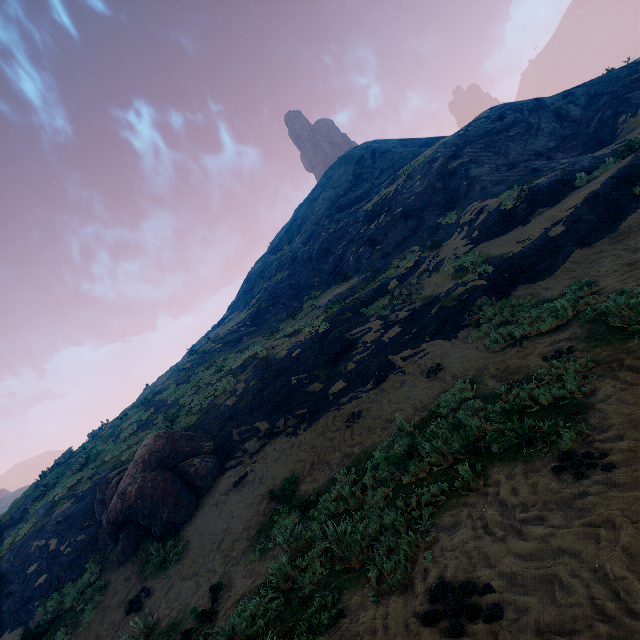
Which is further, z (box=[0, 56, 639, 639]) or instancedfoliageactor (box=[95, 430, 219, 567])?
instancedfoliageactor (box=[95, 430, 219, 567])

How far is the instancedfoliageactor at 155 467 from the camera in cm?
991

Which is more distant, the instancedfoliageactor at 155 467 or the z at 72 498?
the instancedfoliageactor at 155 467

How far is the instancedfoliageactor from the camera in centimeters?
991cm

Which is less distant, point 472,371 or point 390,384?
point 472,371
